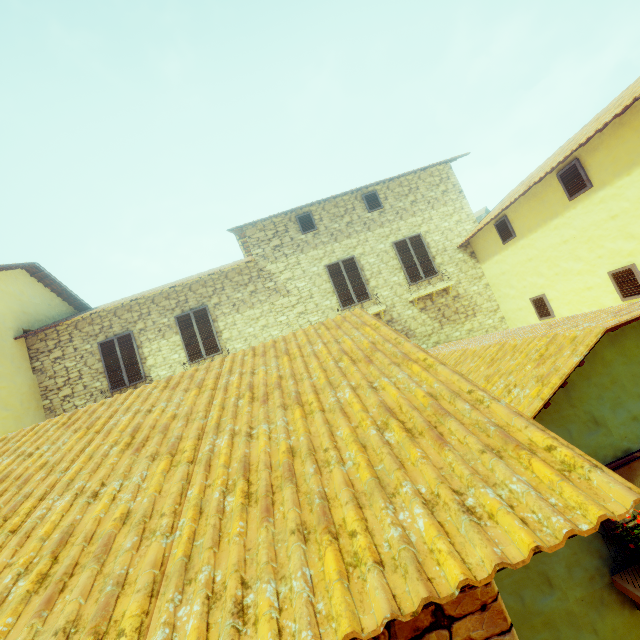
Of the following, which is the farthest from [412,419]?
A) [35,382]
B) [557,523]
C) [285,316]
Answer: [35,382]

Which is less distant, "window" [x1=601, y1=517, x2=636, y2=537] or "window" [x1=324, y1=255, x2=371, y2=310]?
"window" [x1=601, y1=517, x2=636, y2=537]

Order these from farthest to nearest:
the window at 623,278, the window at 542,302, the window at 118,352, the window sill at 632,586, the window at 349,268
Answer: the window at 349,268 → the window at 118,352 → the window at 542,302 → the window at 623,278 → the window sill at 632,586

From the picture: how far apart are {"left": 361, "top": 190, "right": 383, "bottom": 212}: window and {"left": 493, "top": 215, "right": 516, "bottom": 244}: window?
3.7 meters

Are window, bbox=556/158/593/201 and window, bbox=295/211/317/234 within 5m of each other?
no

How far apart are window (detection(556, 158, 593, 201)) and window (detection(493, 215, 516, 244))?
1.94m

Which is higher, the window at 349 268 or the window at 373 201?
the window at 373 201

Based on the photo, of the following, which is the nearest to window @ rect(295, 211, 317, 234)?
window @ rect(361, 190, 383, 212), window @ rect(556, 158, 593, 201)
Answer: window @ rect(361, 190, 383, 212)
